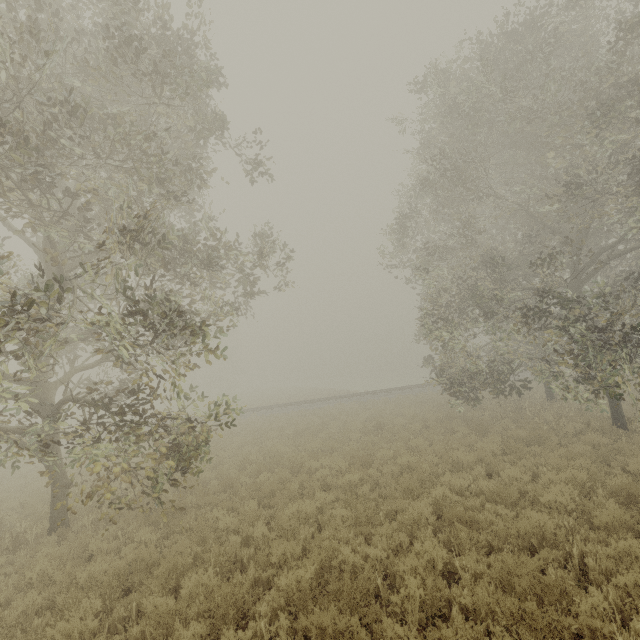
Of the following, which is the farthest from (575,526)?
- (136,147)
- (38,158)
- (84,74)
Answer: (136,147)

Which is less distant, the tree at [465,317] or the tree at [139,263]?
the tree at [139,263]

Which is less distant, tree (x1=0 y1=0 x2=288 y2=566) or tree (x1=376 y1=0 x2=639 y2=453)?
tree (x1=0 y1=0 x2=288 y2=566)
